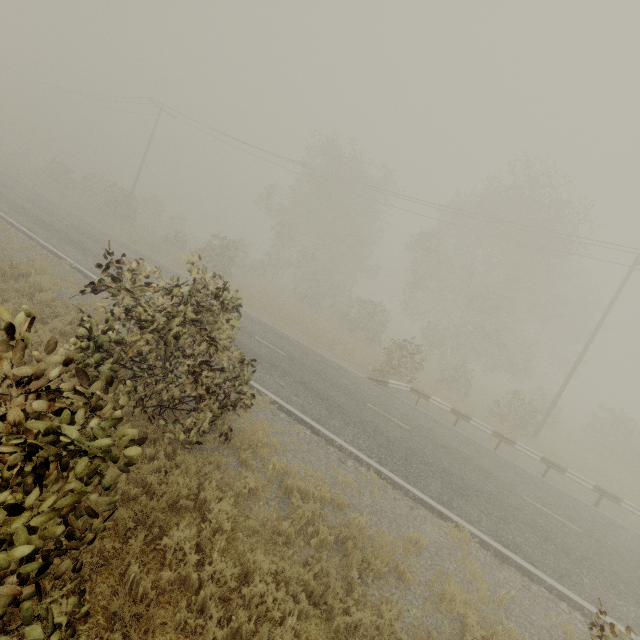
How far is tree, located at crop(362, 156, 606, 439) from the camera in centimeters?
2086cm

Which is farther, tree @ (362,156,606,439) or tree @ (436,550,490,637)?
tree @ (362,156,606,439)

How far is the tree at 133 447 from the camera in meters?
2.7

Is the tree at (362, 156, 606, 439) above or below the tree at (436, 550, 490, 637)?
above

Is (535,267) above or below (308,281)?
above

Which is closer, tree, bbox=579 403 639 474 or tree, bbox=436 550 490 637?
tree, bbox=436 550 490 637
